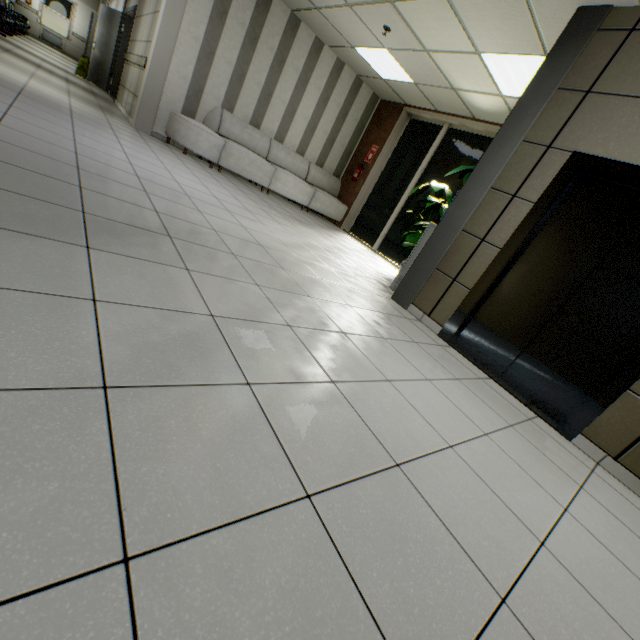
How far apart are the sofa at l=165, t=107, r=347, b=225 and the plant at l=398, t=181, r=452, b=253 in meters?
2.9

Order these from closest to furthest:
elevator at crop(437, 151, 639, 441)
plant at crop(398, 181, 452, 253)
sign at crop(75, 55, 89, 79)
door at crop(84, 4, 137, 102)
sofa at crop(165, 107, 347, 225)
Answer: elevator at crop(437, 151, 639, 441)
plant at crop(398, 181, 452, 253)
sofa at crop(165, 107, 347, 225)
door at crop(84, 4, 137, 102)
sign at crop(75, 55, 89, 79)

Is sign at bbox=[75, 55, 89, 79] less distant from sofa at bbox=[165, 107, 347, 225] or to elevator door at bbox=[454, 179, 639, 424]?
sofa at bbox=[165, 107, 347, 225]

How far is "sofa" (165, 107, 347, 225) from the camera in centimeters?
617cm

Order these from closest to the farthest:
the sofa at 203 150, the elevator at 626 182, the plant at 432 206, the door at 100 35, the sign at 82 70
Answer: the elevator at 626 182 → the plant at 432 206 → the sofa at 203 150 → the door at 100 35 → the sign at 82 70

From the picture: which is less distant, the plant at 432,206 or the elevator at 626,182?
the elevator at 626,182

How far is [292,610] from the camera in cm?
72

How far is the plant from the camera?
5.6m
